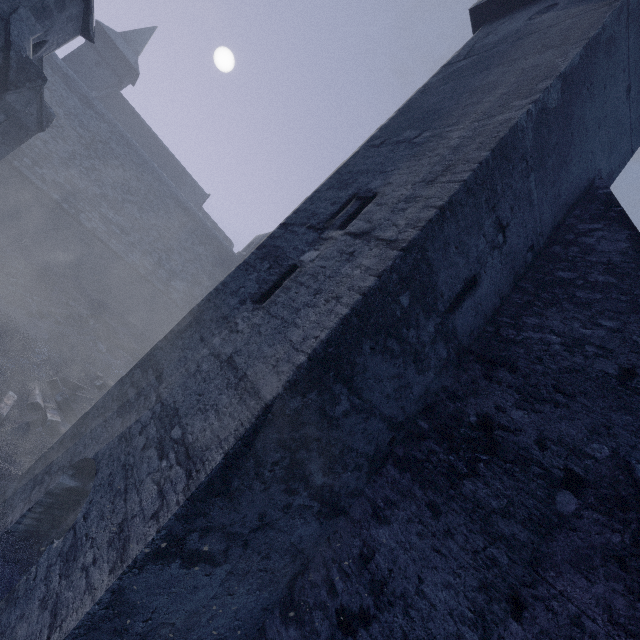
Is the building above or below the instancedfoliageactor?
above

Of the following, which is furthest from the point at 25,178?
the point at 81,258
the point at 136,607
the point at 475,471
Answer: the point at 475,471

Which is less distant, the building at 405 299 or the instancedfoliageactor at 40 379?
the building at 405 299

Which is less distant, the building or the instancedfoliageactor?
the building

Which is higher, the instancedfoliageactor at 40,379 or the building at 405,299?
the building at 405,299
